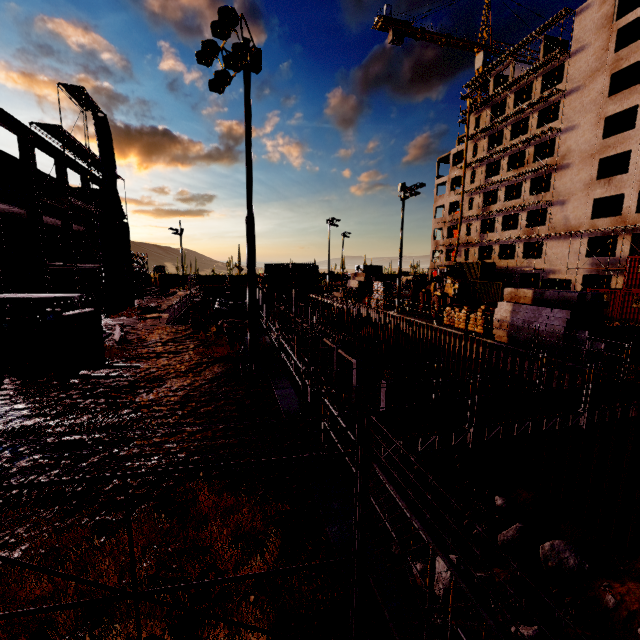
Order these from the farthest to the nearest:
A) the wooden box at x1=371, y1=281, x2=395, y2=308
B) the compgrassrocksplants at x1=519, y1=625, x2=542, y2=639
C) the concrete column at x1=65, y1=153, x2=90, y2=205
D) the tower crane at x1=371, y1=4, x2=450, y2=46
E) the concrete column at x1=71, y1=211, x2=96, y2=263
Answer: the tower crane at x1=371, y1=4, x2=450, y2=46, the wooden box at x1=371, y1=281, x2=395, y2=308, the concrete column at x1=71, y1=211, x2=96, y2=263, the concrete column at x1=65, y1=153, x2=90, y2=205, the compgrassrocksplants at x1=519, y1=625, x2=542, y2=639

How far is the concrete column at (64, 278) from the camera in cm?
2047

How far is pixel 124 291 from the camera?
28.69m

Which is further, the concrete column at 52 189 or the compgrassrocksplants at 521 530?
the concrete column at 52 189

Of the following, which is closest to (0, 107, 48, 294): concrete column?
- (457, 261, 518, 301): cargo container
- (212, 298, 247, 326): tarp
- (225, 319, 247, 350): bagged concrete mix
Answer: (212, 298, 247, 326): tarp

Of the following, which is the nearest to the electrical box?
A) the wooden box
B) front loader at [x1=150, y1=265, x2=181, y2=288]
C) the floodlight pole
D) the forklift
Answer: the floodlight pole

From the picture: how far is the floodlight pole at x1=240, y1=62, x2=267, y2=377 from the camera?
10.91m

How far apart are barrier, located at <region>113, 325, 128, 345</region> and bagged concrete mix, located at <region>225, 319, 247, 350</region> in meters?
5.4 m
